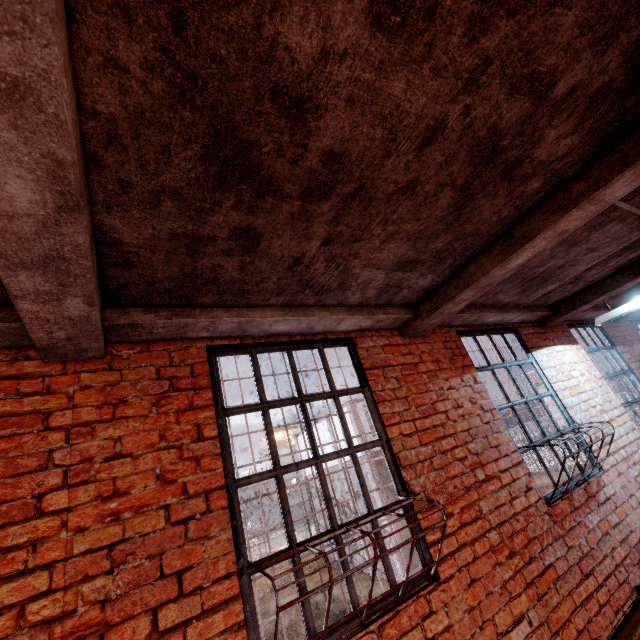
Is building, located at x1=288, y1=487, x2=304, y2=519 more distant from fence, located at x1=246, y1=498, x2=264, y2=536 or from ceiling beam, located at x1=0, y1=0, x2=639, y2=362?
ceiling beam, located at x1=0, y1=0, x2=639, y2=362

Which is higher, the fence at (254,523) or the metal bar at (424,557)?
the metal bar at (424,557)

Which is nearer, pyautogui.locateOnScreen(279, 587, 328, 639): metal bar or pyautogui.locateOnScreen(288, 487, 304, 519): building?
pyautogui.locateOnScreen(279, 587, 328, 639): metal bar

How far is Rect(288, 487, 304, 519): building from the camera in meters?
52.2

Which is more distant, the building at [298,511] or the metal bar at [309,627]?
the building at [298,511]

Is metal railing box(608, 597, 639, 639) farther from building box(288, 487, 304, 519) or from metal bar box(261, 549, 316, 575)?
building box(288, 487, 304, 519)

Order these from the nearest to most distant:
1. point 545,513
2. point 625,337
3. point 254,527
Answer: point 545,513 → point 625,337 → point 254,527

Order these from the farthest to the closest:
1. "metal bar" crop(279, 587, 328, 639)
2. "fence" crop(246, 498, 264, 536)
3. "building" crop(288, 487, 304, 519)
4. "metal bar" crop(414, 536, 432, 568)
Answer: "building" crop(288, 487, 304, 519) < "fence" crop(246, 498, 264, 536) < "metal bar" crop(414, 536, 432, 568) < "metal bar" crop(279, 587, 328, 639)
